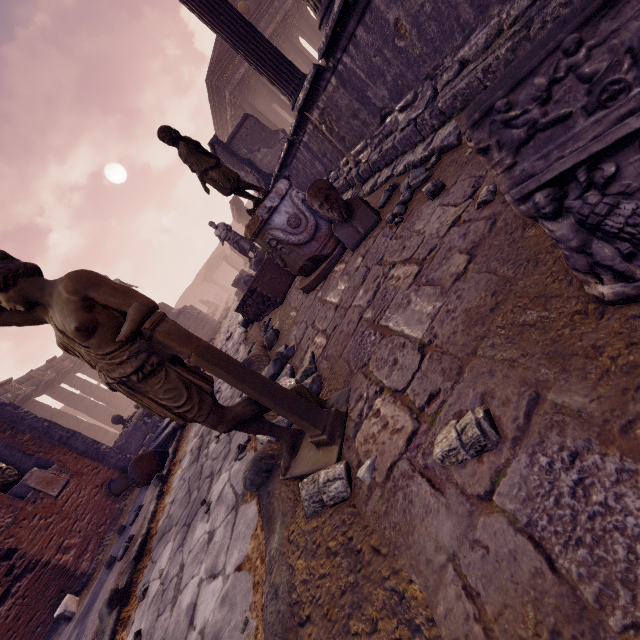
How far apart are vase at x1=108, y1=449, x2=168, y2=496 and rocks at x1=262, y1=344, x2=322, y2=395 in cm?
395

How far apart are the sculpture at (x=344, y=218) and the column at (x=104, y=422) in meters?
23.3

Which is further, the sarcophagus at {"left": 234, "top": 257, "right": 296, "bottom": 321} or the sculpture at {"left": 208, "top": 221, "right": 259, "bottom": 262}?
the sculpture at {"left": 208, "top": 221, "right": 259, "bottom": 262}

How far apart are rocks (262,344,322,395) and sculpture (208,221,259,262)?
8.7 meters

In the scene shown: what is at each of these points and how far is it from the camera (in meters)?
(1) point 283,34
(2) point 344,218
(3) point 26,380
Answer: (1) building, 18.20
(2) sculpture, 3.37
(3) entablature, 19.02

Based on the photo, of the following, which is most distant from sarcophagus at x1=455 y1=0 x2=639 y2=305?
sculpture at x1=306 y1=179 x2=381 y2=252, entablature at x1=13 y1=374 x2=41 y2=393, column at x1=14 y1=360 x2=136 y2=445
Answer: column at x1=14 y1=360 x2=136 y2=445

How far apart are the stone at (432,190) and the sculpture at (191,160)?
2.0m

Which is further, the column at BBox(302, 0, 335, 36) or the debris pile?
the debris pile
